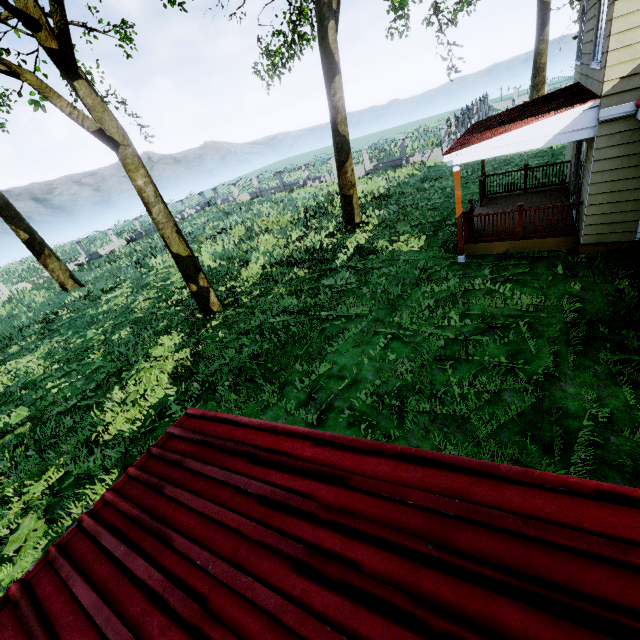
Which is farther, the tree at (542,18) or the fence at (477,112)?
the fence at (477,112)

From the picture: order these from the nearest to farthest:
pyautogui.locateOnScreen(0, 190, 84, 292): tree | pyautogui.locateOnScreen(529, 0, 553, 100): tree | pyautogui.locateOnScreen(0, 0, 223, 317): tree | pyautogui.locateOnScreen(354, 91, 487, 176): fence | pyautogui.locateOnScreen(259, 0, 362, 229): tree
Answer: pyautogui.locateOnScreen(0, 0, 223, 317): tree
pyautogui.locateOnScreen(259, 0, 362, 229): tree
pyautogui.locateOnScreen(0, 190, 84, 292): tree
pyautogui.locateOnScreen(529, 0, 553, 100): tree
pyautogui.locateOnScreen(354, 91, 487, 176): fence

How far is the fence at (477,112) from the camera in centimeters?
2441cm

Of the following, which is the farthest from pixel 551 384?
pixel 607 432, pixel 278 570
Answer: pixel 278 570

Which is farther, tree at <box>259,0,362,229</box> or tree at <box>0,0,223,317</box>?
tree at <box>259,0,362,229</box>

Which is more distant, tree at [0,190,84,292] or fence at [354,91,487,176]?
fence at [354,91,487,176]
